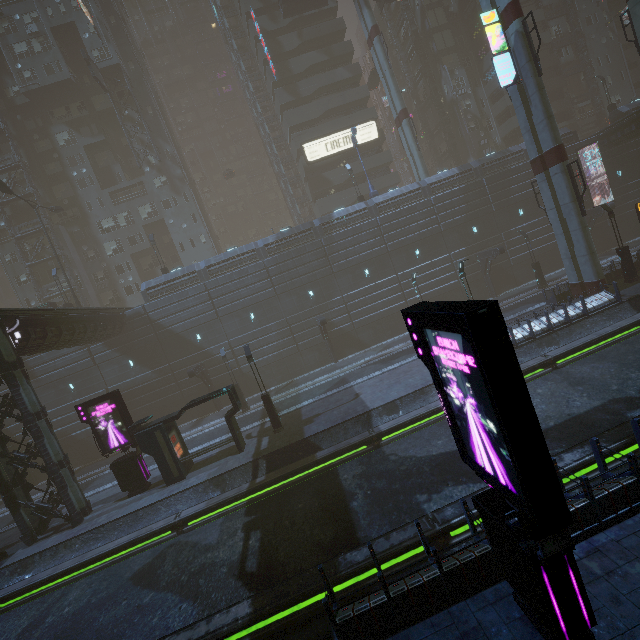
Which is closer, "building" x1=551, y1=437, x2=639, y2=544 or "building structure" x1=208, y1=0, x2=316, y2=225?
"building" x1=551, y1=437, x2=639, y2=544

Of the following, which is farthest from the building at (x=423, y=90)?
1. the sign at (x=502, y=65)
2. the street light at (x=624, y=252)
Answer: the street light at (x=624, y=252)

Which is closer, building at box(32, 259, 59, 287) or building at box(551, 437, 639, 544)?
building at box(551, 437, 639, 544)

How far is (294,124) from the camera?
42.0m

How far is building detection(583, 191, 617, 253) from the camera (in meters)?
32.38

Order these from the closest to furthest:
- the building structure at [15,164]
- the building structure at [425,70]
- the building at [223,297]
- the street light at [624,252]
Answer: the building at [223,297] < the street light at [624,252] < the building structure at [15,164] < the building structure at [425,70]

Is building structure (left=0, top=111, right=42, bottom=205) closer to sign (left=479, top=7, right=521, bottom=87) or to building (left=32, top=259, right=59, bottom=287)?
building (left=32, top=259, right=59, bottom=287)
